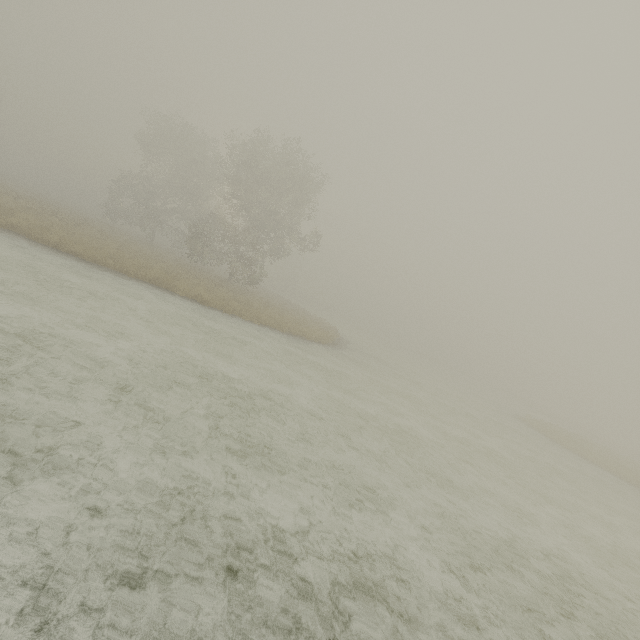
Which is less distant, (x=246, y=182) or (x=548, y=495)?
(x=548, y=495)
